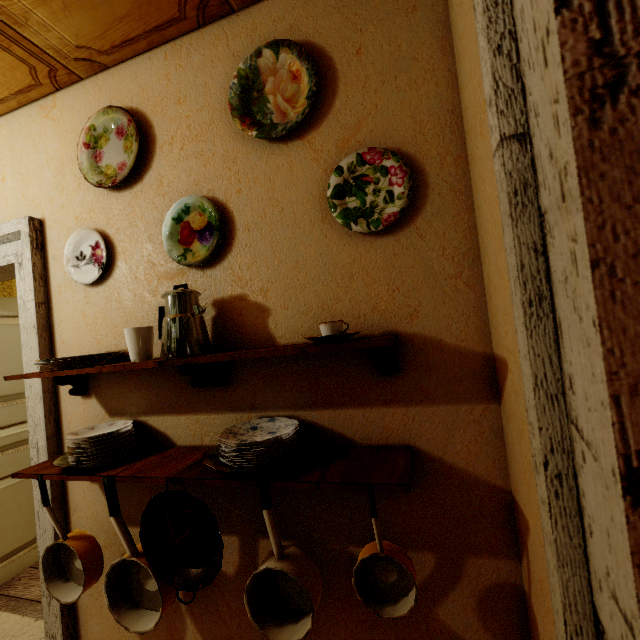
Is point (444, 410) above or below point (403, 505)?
above

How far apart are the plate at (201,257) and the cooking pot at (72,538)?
Result: 1.0 meters

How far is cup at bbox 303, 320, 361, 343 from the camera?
0.97m

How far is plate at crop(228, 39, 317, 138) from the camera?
1.2 meters

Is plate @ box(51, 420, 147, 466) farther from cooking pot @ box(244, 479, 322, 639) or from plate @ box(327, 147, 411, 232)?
plate @ box(327, 147, 411, 232)

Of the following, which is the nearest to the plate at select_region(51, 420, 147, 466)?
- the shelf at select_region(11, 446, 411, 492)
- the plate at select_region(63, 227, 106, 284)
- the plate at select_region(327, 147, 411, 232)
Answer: the shelf at select_region(11, 446, 411, 492)

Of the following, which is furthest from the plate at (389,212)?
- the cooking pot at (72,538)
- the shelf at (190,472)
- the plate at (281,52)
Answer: the cooking pot at (72,538)

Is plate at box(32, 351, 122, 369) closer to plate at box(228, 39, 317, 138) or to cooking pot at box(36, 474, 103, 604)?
cooking pot at box(36, 474, 103, 604)
